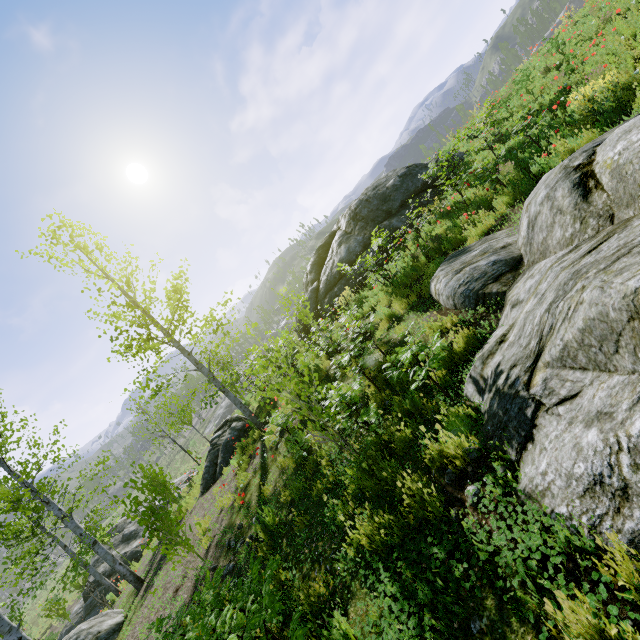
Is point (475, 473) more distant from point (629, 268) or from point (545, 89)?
point (545, 89)

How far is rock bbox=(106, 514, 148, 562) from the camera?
17.1m

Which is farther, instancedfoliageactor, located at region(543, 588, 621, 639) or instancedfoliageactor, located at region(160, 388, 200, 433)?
instancedfoliageactor, located at region(160, 388, 200, 433)

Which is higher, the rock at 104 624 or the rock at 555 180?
the rock at 555 180

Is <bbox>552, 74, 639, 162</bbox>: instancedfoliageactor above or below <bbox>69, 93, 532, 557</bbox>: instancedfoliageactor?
above

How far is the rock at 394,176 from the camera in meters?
12.6 m

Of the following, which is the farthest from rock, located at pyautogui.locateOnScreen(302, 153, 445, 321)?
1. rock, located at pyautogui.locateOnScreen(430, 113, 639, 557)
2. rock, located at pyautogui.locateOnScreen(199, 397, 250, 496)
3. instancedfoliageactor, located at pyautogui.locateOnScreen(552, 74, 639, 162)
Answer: rock, located at pyautogui.locateOnScreen(199, 397, 250, 496)
